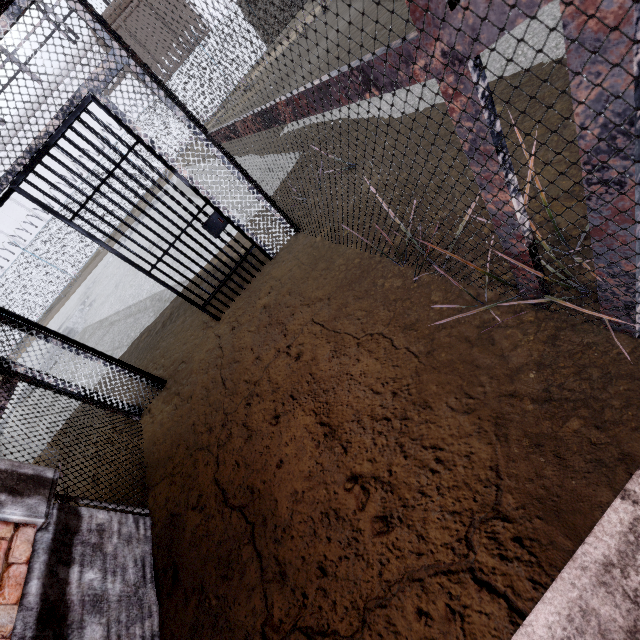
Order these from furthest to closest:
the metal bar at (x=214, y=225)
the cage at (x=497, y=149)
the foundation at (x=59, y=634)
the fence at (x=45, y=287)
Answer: the fence at (x=45, y=287) < the metal bar at (x=214, y=225) < the foundation at (x=59, y=634) < the cage at (x=497, y=149)

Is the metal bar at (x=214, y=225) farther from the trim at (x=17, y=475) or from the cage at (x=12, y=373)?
the trim at (x=17, y=475)

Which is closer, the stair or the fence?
the stair

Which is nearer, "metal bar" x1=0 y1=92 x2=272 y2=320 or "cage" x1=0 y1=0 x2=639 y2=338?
"cage" x1=0 y1=0 x2=639 y2=338

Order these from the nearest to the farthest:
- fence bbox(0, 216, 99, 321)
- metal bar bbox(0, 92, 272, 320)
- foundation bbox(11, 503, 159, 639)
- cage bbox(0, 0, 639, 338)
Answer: cage bbox(0, 0, 639, 338) → foundation bbox(11, 503, 159, 639) → metal bar bbox(0, 92, 272, 320) → fence bbox(0, 216, 99, 321)

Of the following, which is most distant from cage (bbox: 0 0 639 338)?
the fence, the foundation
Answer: the fence

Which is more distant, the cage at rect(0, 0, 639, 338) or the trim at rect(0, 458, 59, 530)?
the trim at rect(0, 458, 59, 530)

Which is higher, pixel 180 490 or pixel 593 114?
pixel 593 114
